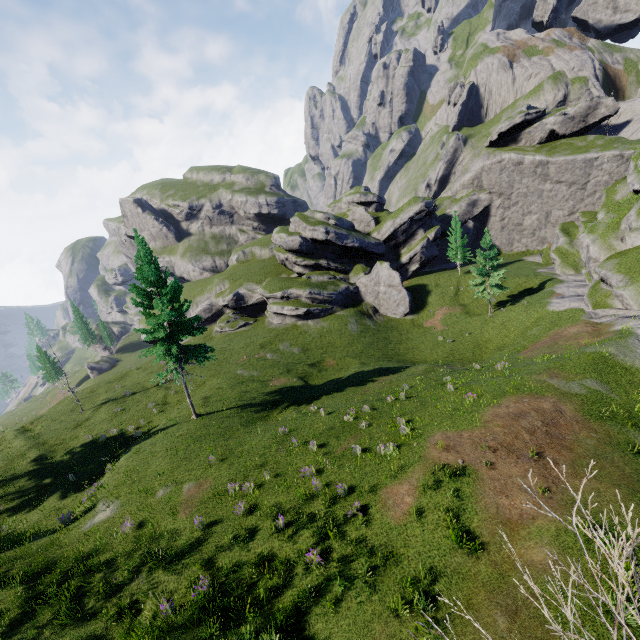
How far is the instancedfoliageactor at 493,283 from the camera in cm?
3847

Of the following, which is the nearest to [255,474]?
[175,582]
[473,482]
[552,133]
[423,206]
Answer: [175,582]

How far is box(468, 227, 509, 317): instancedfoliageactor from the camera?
38.5m
